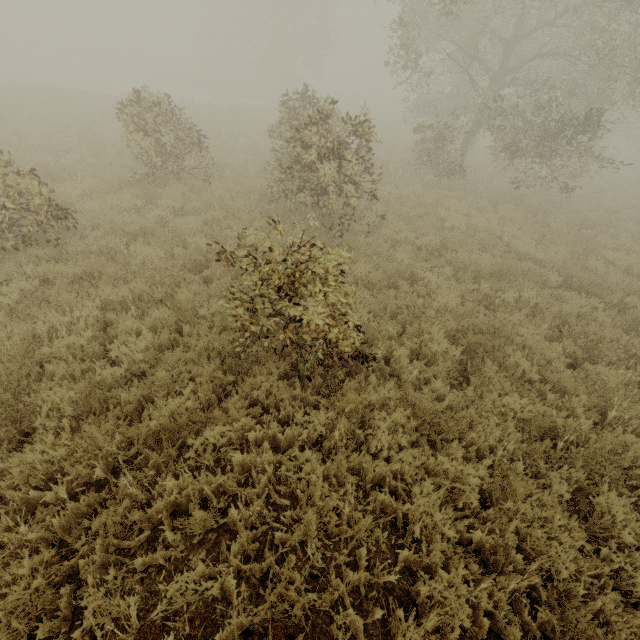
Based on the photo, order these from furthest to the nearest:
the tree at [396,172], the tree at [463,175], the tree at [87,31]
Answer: the tree at [87,31]
the tree at [463,175]
the tree at [396,172]

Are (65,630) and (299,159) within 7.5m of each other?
no

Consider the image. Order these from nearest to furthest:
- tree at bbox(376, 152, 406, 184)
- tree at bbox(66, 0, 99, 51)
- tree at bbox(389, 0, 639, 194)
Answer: tree at bbox(376, 152, 406, 184) → tree at bbox(389, 0, 639, 194) → tree at bbox(66, 0, 99, 51)

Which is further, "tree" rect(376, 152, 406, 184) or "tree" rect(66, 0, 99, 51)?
"tree" rect(66, 0, 99, 51)

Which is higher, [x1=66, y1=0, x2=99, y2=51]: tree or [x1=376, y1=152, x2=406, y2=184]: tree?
[x1=66, y1=0, x2=99, y2=51]: tree

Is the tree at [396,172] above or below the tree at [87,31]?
below

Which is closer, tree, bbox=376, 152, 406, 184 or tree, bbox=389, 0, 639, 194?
tree, bbox=376, 152, 406, 184

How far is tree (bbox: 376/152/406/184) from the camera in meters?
7.9
